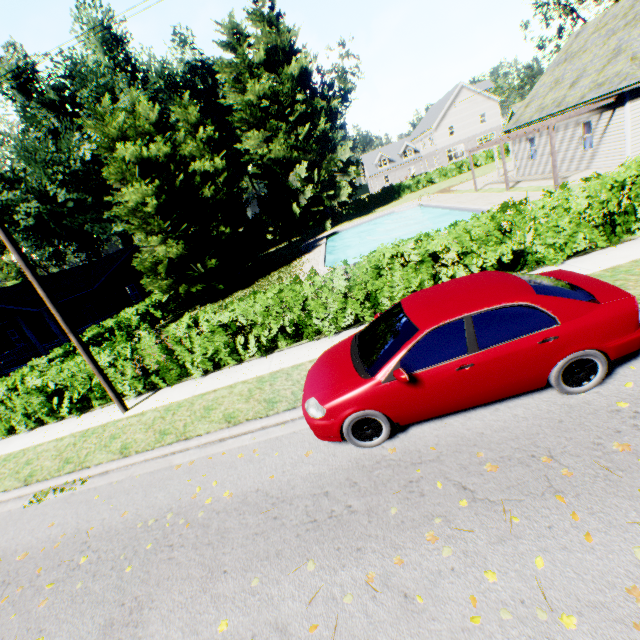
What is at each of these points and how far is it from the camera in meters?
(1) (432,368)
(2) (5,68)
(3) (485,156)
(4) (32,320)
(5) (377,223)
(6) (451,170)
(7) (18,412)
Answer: (1) car, 4.4 m
(2) plant, 28.5 m
(3) hedge, 44.5 m
(4) house, 29.1 m
(5) swimming pool, 35.1 m
(6) hedge, 45.2 m
(7) hedge, 10.3 m

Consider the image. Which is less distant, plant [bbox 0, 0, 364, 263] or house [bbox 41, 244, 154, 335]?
house [bbox 41, 244, 154, 335]

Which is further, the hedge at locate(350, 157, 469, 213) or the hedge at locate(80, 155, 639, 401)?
the hedge at locate(350, 157, 469, 213)

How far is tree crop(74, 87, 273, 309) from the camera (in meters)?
17.97

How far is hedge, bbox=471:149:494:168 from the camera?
44.3m

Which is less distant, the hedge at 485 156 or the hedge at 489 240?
the hedge at 489 240

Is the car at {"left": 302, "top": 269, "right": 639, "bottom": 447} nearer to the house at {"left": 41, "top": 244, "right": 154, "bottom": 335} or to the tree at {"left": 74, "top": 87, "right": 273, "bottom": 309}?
the tree at {"left": 74, "top": 87, "right": 273, "bottom": 309}

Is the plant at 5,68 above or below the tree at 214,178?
above
